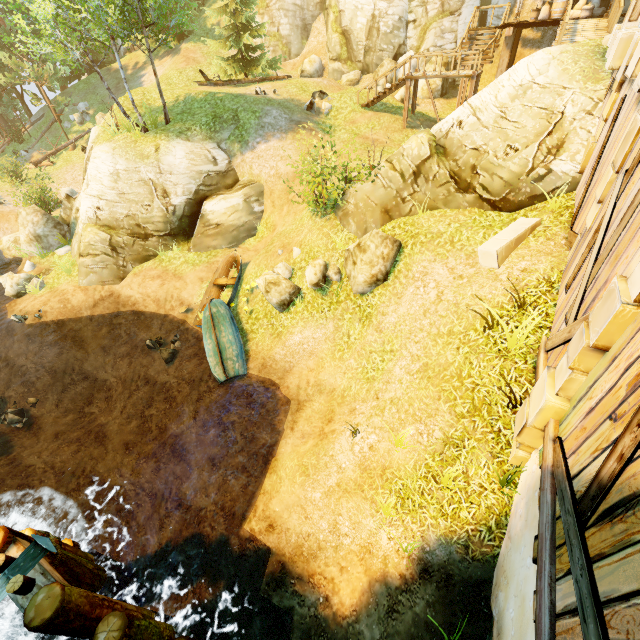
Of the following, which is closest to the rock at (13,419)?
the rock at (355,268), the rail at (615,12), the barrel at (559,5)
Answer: the rock at (355,268)

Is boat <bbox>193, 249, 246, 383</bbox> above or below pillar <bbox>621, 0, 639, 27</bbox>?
below

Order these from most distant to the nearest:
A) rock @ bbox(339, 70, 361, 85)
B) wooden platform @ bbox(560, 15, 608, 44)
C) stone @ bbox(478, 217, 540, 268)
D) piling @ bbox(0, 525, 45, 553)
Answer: rock @ bbox(339, 70, 361, 85), wooden platform @ bbox(560, 15, 608, 44), stone @ bbox(478, 217, 540, 268), piling @ bbox(0, 525, 45, 553)

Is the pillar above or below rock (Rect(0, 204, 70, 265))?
above

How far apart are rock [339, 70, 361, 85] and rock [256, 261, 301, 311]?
18.0 meters

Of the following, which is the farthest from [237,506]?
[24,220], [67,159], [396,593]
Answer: [67,159]

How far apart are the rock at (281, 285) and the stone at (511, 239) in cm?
605

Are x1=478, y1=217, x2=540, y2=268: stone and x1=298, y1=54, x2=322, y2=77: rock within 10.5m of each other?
no
